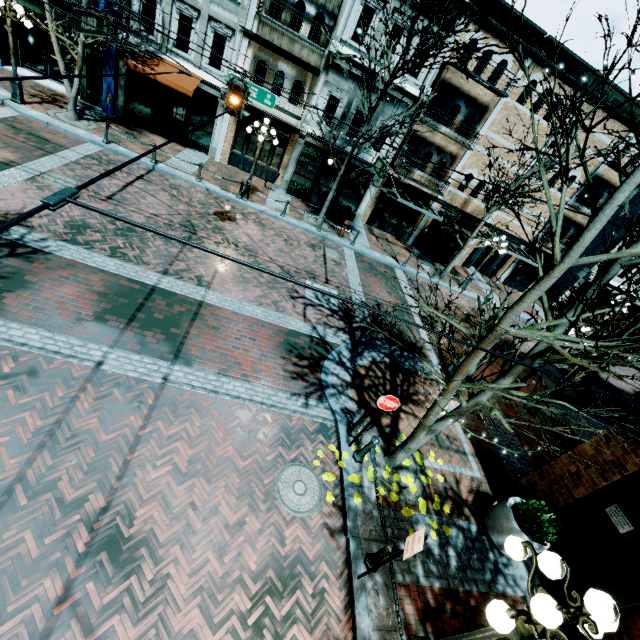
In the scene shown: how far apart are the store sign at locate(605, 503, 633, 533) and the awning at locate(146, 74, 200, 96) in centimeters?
2070cm

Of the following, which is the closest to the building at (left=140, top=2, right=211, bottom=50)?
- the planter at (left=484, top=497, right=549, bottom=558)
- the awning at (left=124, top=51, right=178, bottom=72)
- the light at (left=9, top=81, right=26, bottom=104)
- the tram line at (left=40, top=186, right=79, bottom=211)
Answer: the awning at (left=124, top=51, right=178, bottom=72)

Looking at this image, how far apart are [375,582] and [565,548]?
5.67m

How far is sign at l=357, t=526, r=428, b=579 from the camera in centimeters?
443cm

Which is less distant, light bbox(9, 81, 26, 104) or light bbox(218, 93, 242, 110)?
light bbox(218, 93, 242, 110)

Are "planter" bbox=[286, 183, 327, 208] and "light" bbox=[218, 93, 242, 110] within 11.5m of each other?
yes

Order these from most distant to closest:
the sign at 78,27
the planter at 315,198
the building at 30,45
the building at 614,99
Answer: the planter at 315,198
the building at 614,99
the building at 30,45
the sign at 78,27

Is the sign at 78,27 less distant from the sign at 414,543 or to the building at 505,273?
the building at 505,273
